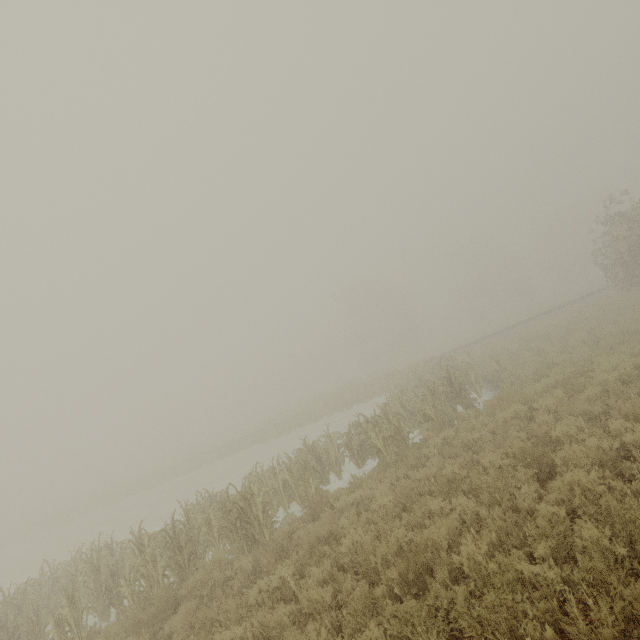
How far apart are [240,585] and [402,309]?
55.2m
